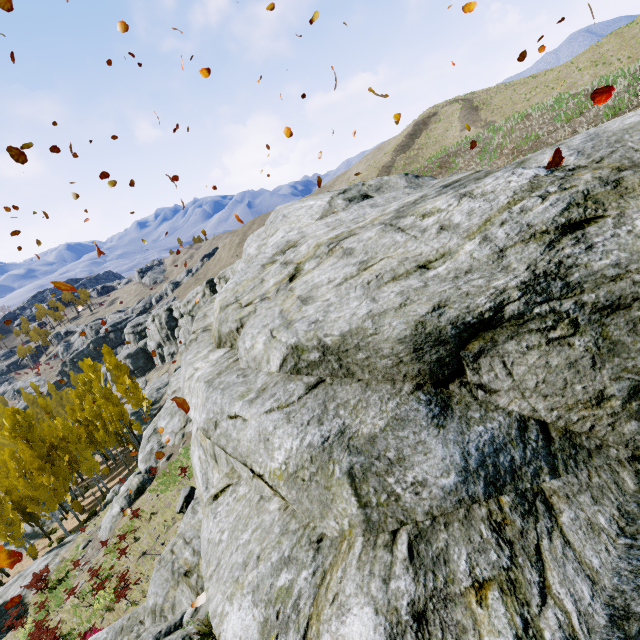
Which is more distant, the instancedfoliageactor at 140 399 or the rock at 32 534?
the instancedfoliageactor at 140 399

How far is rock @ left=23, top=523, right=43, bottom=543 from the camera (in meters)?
37.16

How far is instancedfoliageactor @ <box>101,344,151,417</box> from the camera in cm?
3838

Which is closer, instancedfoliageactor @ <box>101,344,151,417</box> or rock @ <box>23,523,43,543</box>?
rock @ <box>23,523,43,543</box>

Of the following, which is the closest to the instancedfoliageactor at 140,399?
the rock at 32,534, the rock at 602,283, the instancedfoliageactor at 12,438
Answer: the instancedfoliageactor at 12,438

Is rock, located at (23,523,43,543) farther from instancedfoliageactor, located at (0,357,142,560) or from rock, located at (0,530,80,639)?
rock, located at (0,530,80,639)

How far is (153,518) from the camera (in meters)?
17.89

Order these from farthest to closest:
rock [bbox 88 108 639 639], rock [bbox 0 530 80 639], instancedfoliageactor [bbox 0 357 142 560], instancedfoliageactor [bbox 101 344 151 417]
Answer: instancedfoliageactor [bbox 101 344 151 417]
instancedfoliageactor [bbox 0 357 142 560]
rock [bbox 0 530 80 639]
rock [bbox 88 108 639 639]
